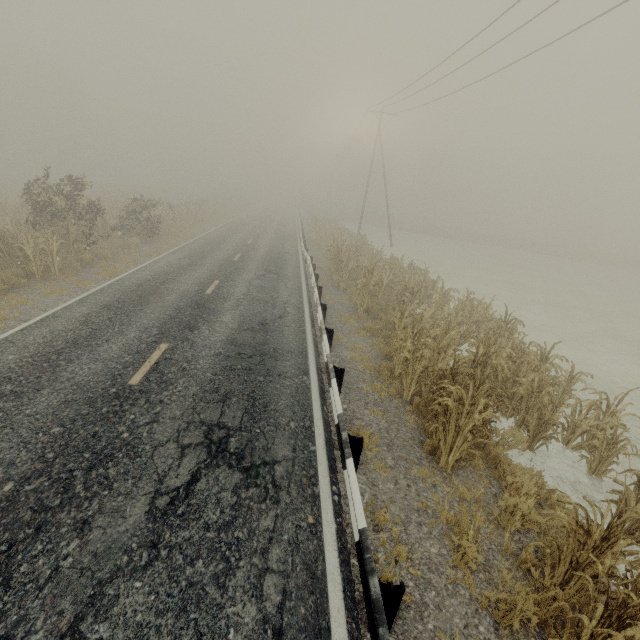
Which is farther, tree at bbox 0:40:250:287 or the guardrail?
tree at bbox 0:40:250:287

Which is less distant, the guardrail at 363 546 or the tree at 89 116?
the guardrail at 363 546

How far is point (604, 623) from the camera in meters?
2.9 m

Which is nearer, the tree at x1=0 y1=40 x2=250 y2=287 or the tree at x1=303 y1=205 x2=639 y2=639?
the tree at x1=303 y1=205 x2=639 y2=639

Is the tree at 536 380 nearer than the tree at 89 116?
Yes
